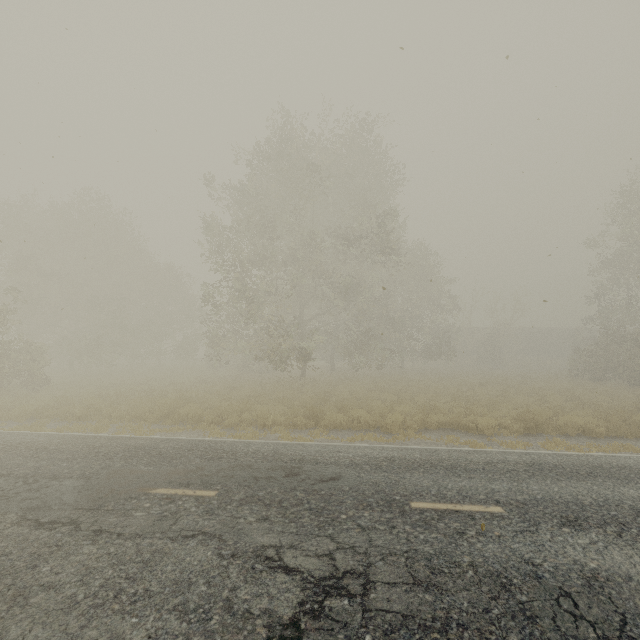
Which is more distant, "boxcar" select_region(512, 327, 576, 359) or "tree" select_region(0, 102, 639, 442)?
"boxcar" select_region(512, 327, 576, 359)

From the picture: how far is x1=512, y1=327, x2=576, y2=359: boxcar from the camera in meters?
43.6 m

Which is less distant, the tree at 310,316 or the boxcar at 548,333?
the tree at 310,316

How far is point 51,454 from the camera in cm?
785

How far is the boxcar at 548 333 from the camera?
43.56m
